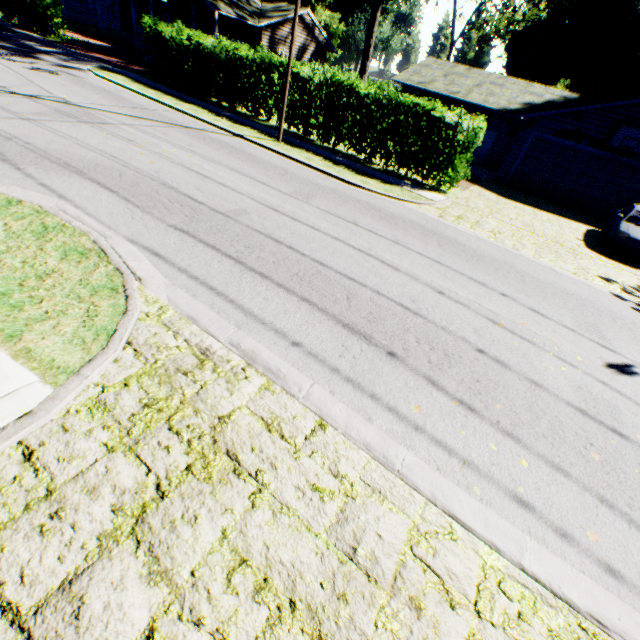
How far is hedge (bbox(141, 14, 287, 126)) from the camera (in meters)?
15.77

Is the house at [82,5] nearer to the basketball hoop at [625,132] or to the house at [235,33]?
the house at [235,33]

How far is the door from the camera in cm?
2375

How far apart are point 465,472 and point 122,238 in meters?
6.4

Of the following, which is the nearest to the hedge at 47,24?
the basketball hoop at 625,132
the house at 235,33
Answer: the house at 235,33

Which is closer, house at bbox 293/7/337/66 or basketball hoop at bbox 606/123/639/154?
basketball hoop at bbox 606/123/639/154

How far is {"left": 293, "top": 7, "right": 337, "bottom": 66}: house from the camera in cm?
2961
